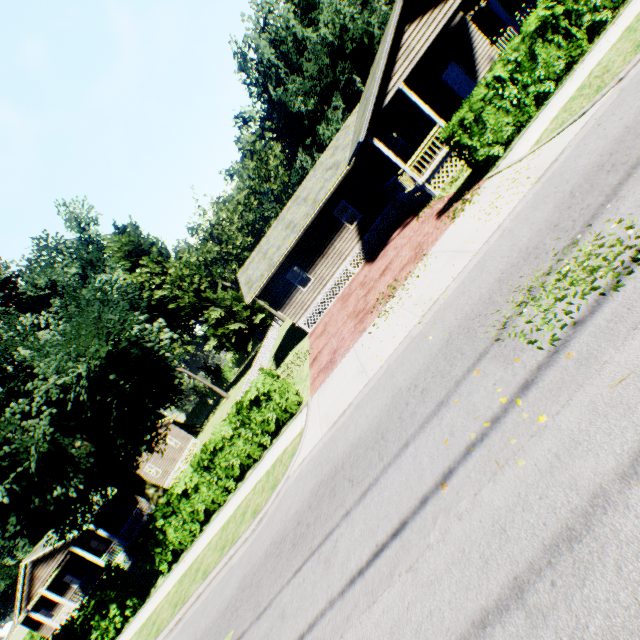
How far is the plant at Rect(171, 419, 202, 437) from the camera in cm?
5278

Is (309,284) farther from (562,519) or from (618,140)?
(562,519)

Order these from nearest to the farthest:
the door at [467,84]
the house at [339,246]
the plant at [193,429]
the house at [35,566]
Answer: the house at [339,246]
the door at [467,84]
the house at [35,566]
the plant at [193,429]

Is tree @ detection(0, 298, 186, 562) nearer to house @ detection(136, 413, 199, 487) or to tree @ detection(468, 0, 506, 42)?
house @ detection(136, 413, 199, 487)

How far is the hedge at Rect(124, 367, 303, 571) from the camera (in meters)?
12.34

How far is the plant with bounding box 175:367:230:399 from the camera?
44.12m

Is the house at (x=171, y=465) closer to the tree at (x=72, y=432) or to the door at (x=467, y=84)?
the tree at (x=72, y=432)

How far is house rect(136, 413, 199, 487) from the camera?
31.8m
